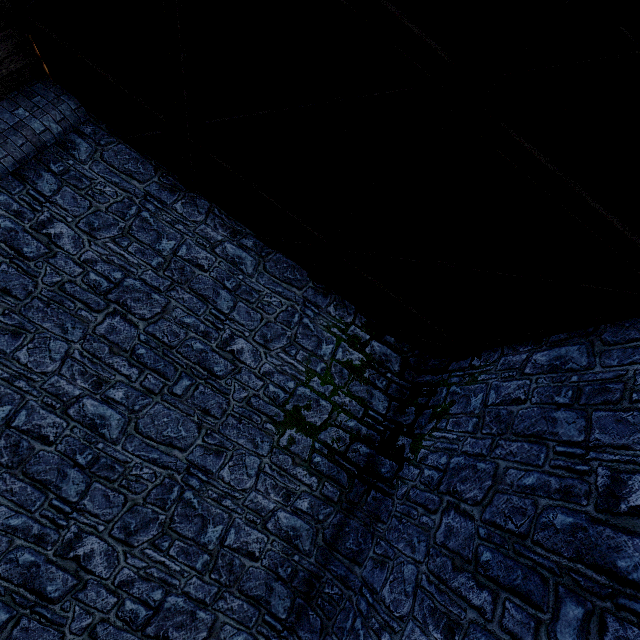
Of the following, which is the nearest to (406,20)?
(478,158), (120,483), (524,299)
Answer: (478,158)

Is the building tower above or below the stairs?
below

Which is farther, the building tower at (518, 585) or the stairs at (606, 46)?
the building tower at (518, 585)

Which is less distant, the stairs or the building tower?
the stairs

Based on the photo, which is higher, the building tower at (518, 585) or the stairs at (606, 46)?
the stairs at (606, 46)
